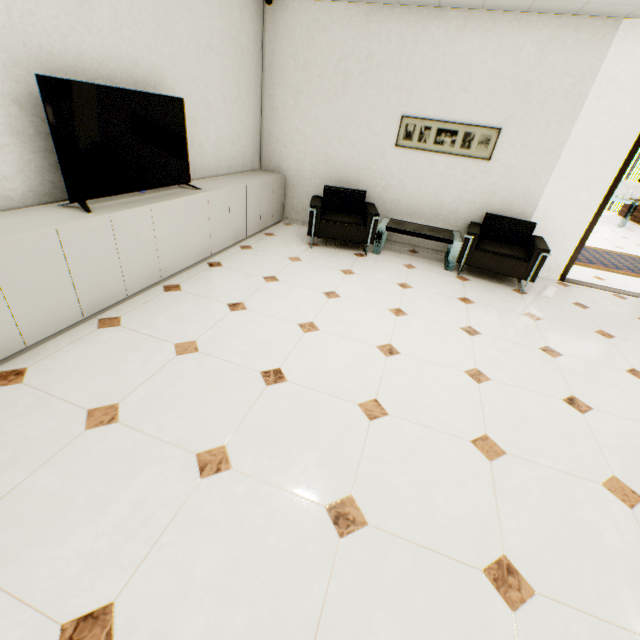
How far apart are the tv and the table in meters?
2.5 m

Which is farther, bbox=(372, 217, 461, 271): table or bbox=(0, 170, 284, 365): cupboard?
bbox=(372, 217, 461, 271): table

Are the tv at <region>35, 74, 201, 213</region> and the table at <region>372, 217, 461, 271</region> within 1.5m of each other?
no

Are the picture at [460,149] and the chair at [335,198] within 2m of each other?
yes

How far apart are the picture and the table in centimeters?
103cm

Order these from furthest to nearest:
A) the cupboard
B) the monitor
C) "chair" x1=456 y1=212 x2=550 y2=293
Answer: the monitor, "chair" x1=456 y1=212 x2=550 y2=293, the cupboard

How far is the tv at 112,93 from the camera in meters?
2.3 m

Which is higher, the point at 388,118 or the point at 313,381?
the point at 388,118
